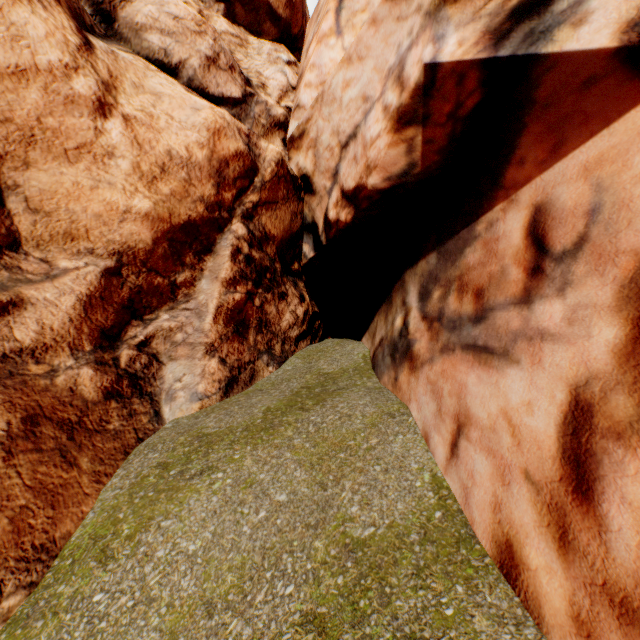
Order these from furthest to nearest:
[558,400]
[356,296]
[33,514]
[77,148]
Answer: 1. [356,296]
2. [77,148]
3. [33,514]
4. [558,400]
